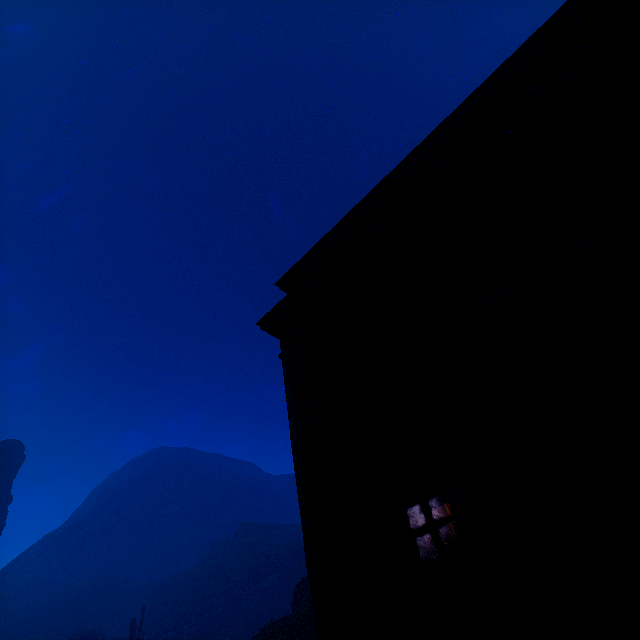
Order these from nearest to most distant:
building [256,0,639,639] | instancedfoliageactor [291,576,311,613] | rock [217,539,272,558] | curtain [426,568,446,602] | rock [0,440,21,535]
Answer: building [256,0,639,639]
curtain [426,568,446,602]
instancedfoliageactor [291,576,311,613]
rock [0,440,21,535]
rock [217,539,272,558]

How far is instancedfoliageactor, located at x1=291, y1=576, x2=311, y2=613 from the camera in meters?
24.1

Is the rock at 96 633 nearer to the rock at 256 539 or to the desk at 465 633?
the rock at 256 539

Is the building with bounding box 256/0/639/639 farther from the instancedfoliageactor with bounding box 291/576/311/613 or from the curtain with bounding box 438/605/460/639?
the instancedfoliageactor with bounding box 291/576/311/613

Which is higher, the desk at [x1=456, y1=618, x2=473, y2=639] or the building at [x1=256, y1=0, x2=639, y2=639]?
the building at [x1=256, y1=0, x2=639, y2=639]

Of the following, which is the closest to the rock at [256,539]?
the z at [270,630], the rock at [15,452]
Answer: the z at [270,630]

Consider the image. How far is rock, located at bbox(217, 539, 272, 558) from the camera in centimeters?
5816cm

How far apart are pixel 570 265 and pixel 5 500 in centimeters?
8328cm
